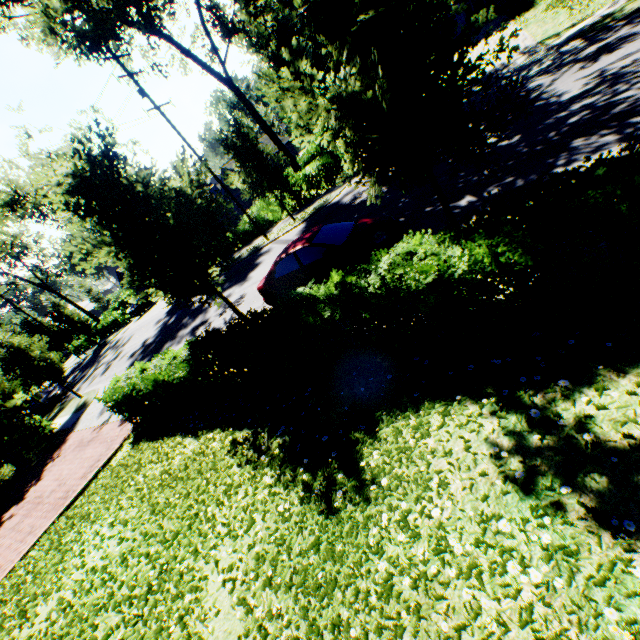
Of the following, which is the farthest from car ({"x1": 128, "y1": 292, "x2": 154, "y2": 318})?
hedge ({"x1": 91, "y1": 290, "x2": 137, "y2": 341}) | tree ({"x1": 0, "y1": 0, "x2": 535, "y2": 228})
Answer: hedge ({"x1": 91, "y1": 290, "x2": 137, "y2": 341})

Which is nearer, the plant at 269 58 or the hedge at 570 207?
the hedge at 570 207

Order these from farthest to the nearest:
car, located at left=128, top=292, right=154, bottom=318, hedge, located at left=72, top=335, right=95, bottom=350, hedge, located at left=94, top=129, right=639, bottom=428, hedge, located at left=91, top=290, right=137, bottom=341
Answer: hedge, located at left=72, top=335, right=95, bottom=350 → hedge, located at left=91, top=290, right=137, bottom=341 → car, located at left=128, top=292, right=154, bottom=318 → hedge, located at left=94, top=129, right=639, bottom=428

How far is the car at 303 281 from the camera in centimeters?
843cm

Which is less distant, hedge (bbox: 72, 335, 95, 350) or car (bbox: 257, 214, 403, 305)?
car (bbox: 257, 214, 403, 305)

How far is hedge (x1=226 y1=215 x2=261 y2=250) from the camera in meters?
24.3

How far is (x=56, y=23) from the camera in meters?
16.0

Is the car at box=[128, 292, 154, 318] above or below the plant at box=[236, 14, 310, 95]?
below
